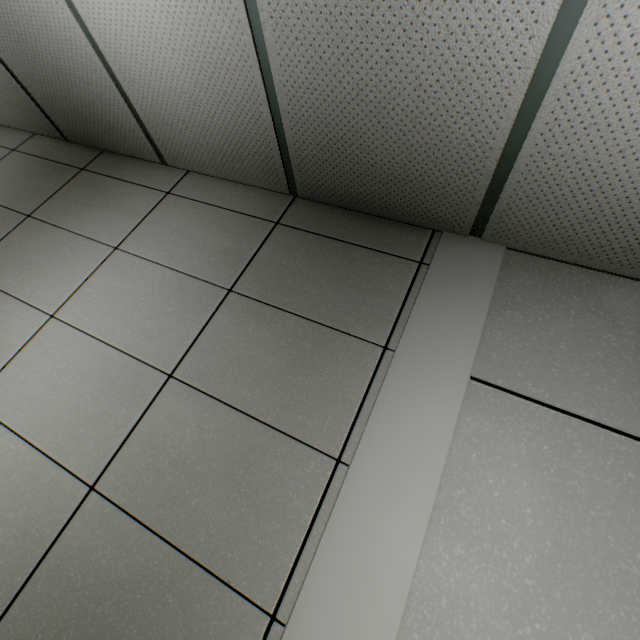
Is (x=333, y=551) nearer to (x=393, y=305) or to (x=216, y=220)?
(x=393, y=305)
